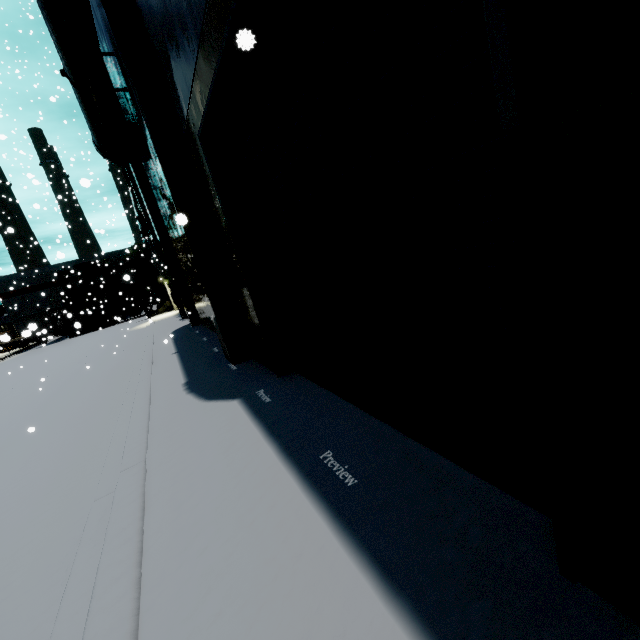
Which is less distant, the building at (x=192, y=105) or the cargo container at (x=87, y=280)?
the building at (x=192, y=105)

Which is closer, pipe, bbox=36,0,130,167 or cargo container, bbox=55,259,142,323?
pipe, bbox=36,0,130,167

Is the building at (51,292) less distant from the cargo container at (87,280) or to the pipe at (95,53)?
the pipe at (95,53)

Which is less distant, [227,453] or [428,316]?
[428,316]

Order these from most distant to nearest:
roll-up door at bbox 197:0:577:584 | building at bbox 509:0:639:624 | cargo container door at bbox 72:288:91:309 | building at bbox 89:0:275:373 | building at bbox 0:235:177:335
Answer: building at bbox 0:235:177:335, cargo container door at bbox 72:288:91:309, building at bbox 89:0:275:373, roll-up door at bbox 197:0:577:584, building at bbox 509:0:639:624

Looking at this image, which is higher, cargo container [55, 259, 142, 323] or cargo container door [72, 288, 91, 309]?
cargo container [55, 259, 142, 323]

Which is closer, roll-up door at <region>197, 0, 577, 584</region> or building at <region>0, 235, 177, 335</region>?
roll-up door at <region>197, 0, 577, 584</region>

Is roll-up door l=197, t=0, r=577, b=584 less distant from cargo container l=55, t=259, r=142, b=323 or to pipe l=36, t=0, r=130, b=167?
pipe l=36, t=0, r=130, b=167
